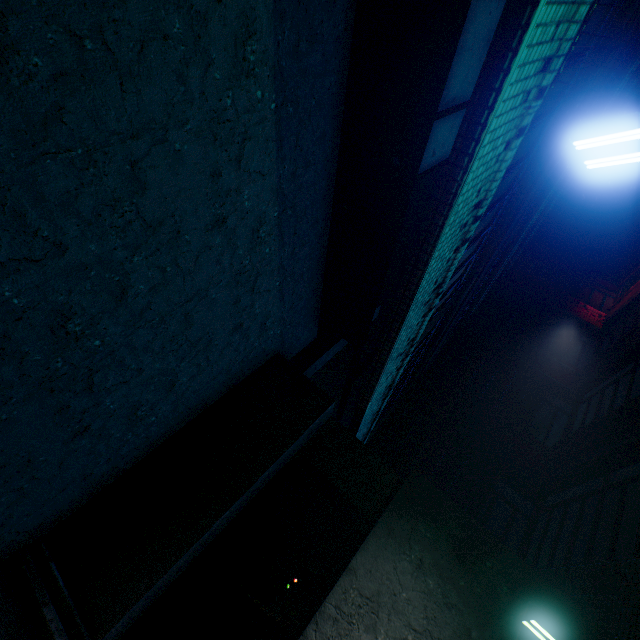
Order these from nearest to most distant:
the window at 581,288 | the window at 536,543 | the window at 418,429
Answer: the window at 536,543, the window at 418,429, the window at 581,288

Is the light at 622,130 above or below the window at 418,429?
below

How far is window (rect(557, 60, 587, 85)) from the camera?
2.5m

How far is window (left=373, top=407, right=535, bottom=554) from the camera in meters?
6.3 m

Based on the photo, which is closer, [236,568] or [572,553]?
[236,568]

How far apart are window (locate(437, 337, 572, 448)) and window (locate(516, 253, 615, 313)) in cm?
445

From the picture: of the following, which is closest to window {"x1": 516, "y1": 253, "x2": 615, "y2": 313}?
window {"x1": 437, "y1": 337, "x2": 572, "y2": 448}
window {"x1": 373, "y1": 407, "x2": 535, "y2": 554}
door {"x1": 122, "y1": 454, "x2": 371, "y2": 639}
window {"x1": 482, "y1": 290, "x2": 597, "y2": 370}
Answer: window {"x1": 482, "y1": 290, "x2": 597, "y2": 370}

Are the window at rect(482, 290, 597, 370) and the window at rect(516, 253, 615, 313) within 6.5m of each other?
yes
